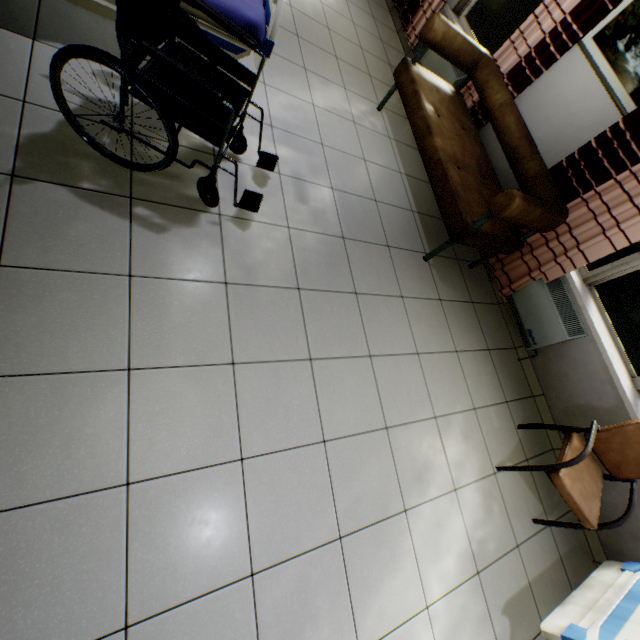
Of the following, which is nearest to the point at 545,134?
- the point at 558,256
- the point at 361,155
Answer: the point at 558,256

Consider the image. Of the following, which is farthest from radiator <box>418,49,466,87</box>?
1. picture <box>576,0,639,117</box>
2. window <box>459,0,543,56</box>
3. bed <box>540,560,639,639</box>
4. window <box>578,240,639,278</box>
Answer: bed <box>540,560,639,639</box>

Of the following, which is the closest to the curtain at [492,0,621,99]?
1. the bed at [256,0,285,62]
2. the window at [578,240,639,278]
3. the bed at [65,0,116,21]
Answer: the window at [578,240,639,278]

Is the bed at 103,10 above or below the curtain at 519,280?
below

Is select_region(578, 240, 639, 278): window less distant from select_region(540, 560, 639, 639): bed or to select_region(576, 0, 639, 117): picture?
select_region(576, 0, 639, 117): picture

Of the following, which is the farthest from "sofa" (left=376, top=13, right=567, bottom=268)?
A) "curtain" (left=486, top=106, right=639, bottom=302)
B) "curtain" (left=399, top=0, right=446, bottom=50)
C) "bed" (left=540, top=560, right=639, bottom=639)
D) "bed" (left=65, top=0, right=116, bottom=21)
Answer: "bed" (left=540, top=560, right=639, bottom=639)

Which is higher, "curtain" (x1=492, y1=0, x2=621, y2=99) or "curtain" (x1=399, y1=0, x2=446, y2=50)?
"curtain" (x1=492, y1=0, x2=621, y2=99)

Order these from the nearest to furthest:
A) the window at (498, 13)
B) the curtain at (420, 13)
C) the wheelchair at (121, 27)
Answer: the wheelchair at (121, 27), the window at (498, 13), the curtain at (420, 13)
